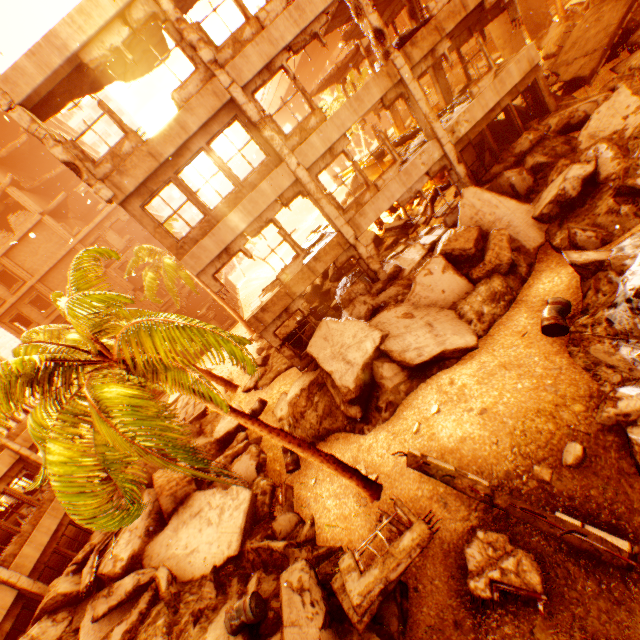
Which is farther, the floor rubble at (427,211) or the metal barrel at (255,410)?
the floor rubble at (427,211)

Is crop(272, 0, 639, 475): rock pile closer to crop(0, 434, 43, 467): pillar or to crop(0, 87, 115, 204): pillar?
crop(0, 434, 43, 467): pillar

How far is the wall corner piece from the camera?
15.3 meters

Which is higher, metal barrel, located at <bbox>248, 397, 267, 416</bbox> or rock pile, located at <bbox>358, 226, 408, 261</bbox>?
rock pile, located at <bbox>358, 226, 408, 261</bbox>

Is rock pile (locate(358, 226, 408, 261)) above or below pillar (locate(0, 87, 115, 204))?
below

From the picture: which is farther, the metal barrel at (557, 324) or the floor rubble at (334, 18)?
the floor rubble at (334, 18)

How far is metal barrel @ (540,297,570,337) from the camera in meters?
7.4

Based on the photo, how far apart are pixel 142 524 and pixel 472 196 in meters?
16.8 m
